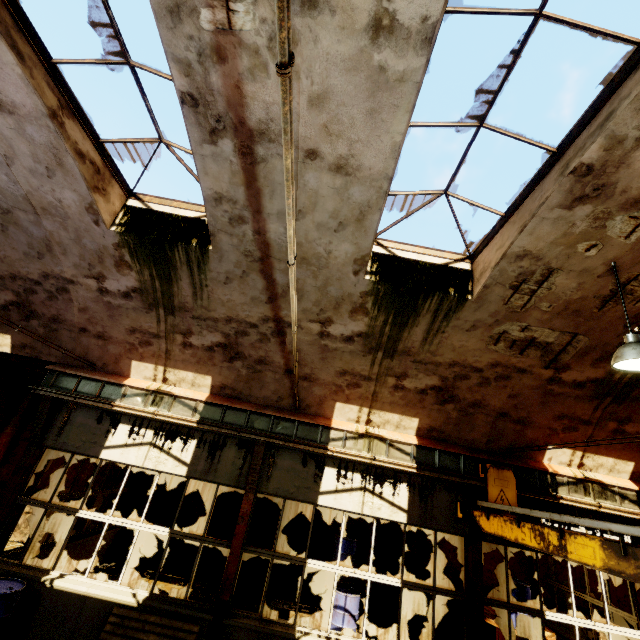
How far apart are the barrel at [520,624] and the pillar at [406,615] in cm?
251

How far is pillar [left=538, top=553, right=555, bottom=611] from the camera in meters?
10.4

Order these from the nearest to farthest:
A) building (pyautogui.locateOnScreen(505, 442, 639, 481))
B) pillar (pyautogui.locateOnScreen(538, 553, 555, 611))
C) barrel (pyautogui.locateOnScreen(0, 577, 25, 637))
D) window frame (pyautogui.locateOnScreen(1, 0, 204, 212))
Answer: window frame (pyautogui.locateOnScreen(1, 0, 204, 212)), barrel (pyautogui.locateOnScreen(0, 577, 25, 637)), building (pyautogui.locateOnScreen(505, 442, 639, 481)), pillar (pyautogui.locateOnScreen(538, 553, 555, 611))

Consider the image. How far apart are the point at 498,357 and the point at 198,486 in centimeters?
1072cm

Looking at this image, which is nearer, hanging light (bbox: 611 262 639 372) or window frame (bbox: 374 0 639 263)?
window frame (bbox: 374 0 639 263)

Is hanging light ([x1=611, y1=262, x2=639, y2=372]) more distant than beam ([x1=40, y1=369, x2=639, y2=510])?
No

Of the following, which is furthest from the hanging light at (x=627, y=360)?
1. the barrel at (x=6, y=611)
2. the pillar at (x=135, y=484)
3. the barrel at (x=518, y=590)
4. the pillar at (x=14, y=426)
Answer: the pillar at (x=14, y=426)

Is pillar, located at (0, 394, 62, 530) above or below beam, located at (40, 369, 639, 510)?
below
